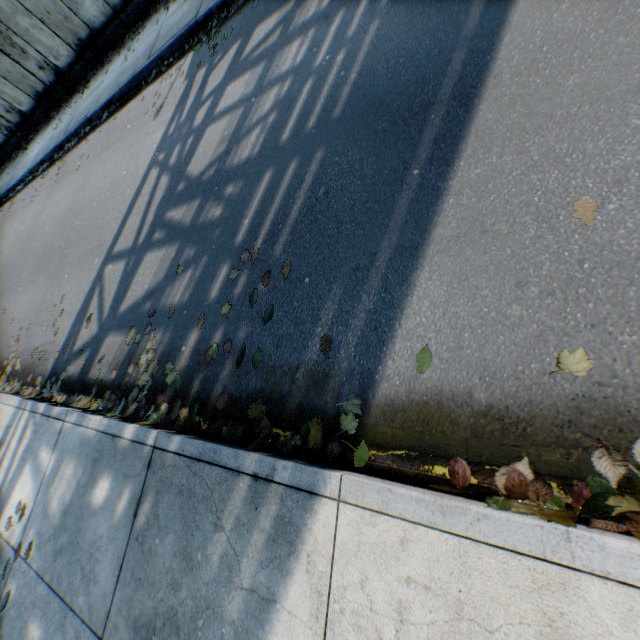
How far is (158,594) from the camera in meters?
2.2 m

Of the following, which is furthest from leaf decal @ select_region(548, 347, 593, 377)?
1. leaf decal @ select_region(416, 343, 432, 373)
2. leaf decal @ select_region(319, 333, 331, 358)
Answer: leaf decal @ select_region(319, 333, 331, 358)

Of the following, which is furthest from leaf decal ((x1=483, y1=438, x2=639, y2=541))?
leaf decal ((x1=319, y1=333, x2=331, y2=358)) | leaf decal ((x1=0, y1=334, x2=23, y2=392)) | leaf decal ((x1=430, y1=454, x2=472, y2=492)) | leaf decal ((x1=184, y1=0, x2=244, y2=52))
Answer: leaf decal ((x1=184, y1=0, x2=244, y2=52))

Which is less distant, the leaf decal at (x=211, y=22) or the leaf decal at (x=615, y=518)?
the leaf decal at (x=615, y=518)

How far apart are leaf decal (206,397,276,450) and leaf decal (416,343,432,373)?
0.44m

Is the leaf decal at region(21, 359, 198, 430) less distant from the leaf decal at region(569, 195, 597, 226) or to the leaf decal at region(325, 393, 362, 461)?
the leaf decal at region(325, 393, 362, 461)

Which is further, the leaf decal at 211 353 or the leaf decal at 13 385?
the leaf decal at 13 385

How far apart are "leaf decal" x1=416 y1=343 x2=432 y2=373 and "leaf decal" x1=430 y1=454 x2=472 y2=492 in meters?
0.5
